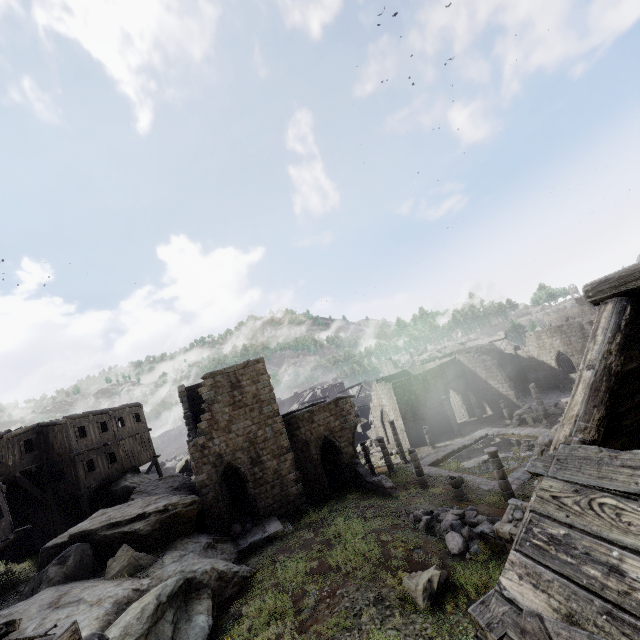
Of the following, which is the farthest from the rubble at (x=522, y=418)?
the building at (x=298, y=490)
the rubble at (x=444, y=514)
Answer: the rubble at (x=444, y=514)

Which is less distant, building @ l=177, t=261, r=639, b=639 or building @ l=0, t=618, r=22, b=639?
building @ l=177, t=261, r=639, b=639

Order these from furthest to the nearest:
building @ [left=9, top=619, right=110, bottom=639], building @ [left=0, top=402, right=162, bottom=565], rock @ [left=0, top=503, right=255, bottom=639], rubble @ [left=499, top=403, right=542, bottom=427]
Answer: rubble @ [left=499, top=403, right=542, bottom=427]
building @ [left=0, top=402, right=162, bottom=565]
rock @ [left=0, top=503, right=255, bottom=639]
building @ [left=9, top=619, right=110, bottom=639]

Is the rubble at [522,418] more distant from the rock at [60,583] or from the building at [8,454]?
the rock at [60,583]

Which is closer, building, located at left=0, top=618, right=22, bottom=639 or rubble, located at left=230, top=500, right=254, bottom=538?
building, located at left=0, top=618, right=22, bottom=639

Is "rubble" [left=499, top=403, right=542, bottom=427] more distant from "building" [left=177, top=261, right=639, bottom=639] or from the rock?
the rock

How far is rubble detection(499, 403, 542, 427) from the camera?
28.70m

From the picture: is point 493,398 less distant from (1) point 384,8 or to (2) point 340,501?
(2) point 340,501
